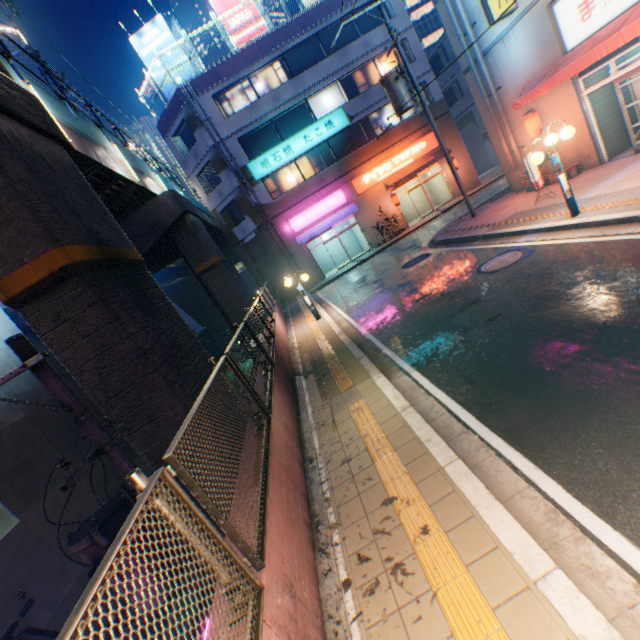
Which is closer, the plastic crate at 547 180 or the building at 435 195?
the plastic crate at 547 180

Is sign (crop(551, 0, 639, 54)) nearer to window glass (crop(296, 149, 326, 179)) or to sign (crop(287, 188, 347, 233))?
sign (crop(287, 188, 347, 233))

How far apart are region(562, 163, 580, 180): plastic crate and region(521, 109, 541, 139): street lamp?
0.8 meters

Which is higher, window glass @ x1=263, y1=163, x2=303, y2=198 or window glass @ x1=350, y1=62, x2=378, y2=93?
window glass @ x1=350, y1=62, x2=378, y2=93

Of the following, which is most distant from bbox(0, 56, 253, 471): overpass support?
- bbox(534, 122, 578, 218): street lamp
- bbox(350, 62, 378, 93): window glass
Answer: bbox(350, 62, 378, 93): window glass

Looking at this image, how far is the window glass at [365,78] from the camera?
22.70m

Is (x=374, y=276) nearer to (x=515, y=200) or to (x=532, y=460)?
(x=515, y=200)

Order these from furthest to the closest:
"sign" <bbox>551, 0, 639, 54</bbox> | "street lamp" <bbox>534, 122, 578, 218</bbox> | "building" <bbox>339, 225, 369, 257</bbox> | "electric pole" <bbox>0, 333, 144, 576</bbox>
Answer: "building" <bbox>339, 225, 369, 257</bbox>, "sign" <bbox>551, 0, 639, 54</bbox>, "street lamp" <bbox>534, 122, 578, 218</bbox>, "electric pole" <bbox>0, 333, 144, 576</bbox>
